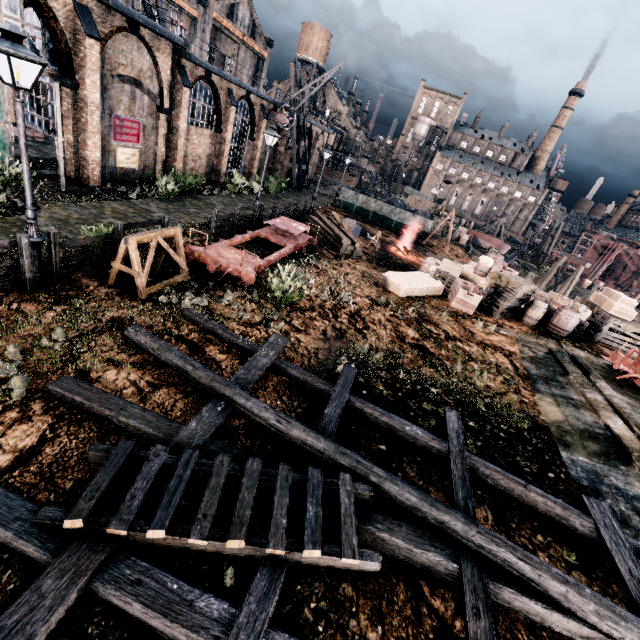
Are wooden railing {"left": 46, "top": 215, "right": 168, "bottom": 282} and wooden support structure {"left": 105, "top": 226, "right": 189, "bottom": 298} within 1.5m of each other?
yes

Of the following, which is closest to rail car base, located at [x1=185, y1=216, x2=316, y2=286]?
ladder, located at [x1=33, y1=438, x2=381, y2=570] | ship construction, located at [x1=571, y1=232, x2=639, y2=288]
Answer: ladder, located at [x1=33, y1=438, x2=381, y2=570]

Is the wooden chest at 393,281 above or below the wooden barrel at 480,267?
below

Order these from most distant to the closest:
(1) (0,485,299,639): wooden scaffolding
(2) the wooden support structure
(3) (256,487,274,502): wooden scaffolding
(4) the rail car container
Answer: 1. (4) the rail car container
2. (2) the wooden support structure
3. (3) (256,487,274,502): wooden scaffolding
4. (1) (0,485,299,639): wooden scaffolding

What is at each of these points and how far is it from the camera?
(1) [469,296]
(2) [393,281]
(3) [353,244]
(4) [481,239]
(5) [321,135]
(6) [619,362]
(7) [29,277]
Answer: (1) wooden crate, 15.9m
(2) wooden chest, 16.2m
(3) wood pile, 20.7m
(4) boat, 48.2m
(5) building, 50.6m
(6) rail car base, 12.6m
(7) wooden railing, 8.3m

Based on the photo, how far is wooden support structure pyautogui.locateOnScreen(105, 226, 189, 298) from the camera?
9.4 meters

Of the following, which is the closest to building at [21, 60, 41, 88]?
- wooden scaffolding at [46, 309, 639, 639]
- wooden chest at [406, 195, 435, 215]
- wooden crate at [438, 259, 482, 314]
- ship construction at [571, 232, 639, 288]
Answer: wooden scaffolding at [46, 309, 639, 639]

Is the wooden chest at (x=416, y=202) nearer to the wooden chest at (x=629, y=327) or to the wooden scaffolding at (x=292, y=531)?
the wooden chest at (x=629, y=327)
